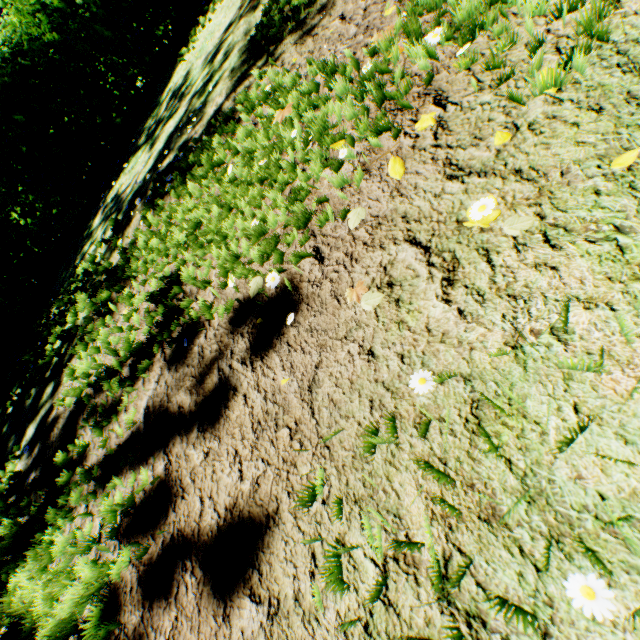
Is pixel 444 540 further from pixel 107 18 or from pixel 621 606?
pixel 107 18

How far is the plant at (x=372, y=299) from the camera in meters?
1.2

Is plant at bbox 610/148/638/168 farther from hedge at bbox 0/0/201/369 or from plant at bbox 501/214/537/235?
hedge at bbox 0/0/201/369

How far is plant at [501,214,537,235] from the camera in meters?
1.0

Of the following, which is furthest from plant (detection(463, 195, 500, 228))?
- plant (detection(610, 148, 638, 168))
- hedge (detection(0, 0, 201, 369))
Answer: hedge (detection(0, 0, 201, 369))

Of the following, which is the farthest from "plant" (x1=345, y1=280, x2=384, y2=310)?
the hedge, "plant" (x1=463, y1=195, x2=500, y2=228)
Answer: the hedge

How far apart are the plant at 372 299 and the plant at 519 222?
0.4 meters

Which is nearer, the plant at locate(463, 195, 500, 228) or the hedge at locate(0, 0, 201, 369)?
the plant at locate(463, 195, 500, 228)
